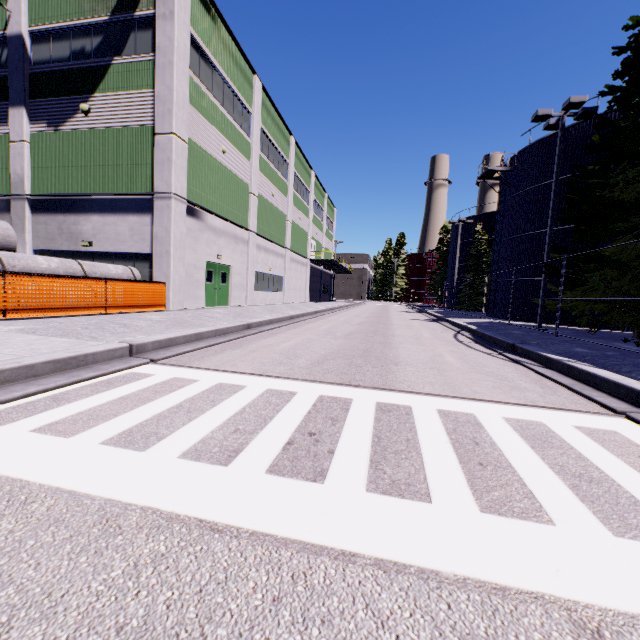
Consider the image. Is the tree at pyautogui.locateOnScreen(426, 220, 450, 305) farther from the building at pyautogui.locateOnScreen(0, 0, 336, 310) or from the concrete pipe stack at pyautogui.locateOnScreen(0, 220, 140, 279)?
the concrete pipe stack at pyautogui.locateOnScreen(0, 220, 140, 279)

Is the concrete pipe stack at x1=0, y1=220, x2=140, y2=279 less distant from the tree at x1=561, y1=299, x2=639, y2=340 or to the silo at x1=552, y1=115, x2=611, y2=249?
the silo at x1=552, y1=115, x2=611, y2=249

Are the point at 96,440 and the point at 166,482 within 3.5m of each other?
yes

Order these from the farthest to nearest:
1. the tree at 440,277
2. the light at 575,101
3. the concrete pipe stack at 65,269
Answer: the tree at 440,277 < the light at 575,101 < the concrete pipe stack at 65,269

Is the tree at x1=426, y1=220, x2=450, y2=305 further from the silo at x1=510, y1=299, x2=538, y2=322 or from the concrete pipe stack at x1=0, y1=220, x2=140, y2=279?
the concrete pipe stack at x1=0, y1=220, x2=140, y2=279

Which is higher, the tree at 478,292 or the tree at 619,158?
the tree at 619,158

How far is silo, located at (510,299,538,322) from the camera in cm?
→ 2133

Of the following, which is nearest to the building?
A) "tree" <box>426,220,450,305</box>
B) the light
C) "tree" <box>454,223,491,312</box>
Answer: the light
